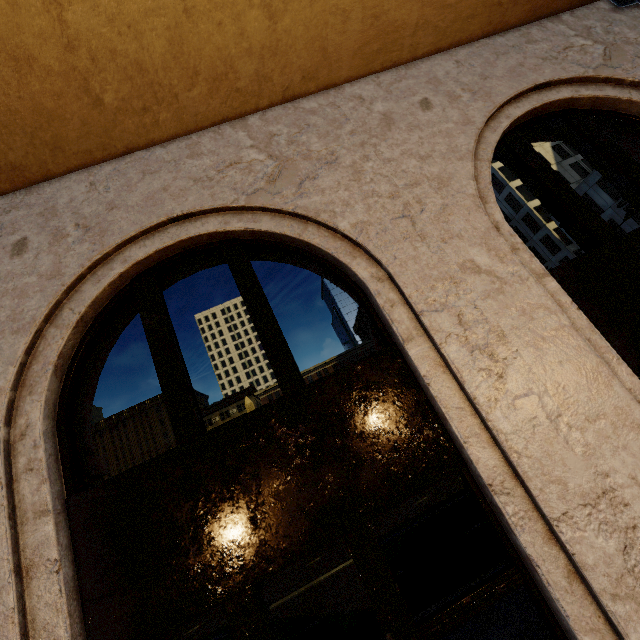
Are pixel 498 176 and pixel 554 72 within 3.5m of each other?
no
